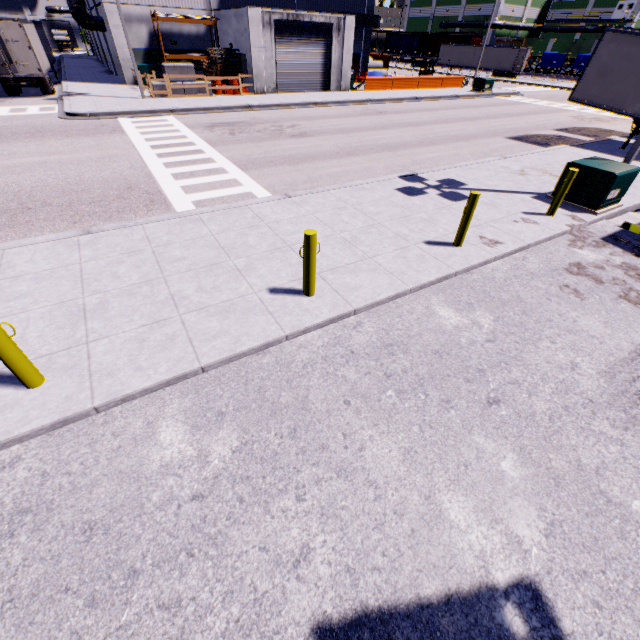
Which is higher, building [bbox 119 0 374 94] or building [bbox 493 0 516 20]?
building [bbox 493 0 516 20]

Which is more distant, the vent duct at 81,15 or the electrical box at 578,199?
the vent duct at 81,15

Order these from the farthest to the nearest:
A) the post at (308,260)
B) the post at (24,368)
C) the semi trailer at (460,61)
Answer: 1. the semi trailer at (460,61)
2. the post at (308,260)
3. the post at (24,368)

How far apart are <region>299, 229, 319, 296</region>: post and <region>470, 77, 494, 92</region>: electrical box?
36.8 meters

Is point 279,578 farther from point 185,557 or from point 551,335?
point 551,335

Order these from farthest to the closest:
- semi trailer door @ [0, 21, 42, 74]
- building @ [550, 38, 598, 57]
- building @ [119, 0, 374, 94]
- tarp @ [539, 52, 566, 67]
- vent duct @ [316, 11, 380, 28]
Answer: building @ [550, 38, 598, 57], tarp @ [539, 52, 566, 67], vent duct @ [316, 11, 380, 28], building @ [119, 0, 374, 94], semi trailer door @ [0, 21, 42, 74]

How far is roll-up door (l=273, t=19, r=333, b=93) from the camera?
24.0m

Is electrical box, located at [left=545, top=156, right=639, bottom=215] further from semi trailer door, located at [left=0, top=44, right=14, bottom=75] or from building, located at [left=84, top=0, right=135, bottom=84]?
semi trailer door, located at [left=0, top=44, right=14, bottom=75]
